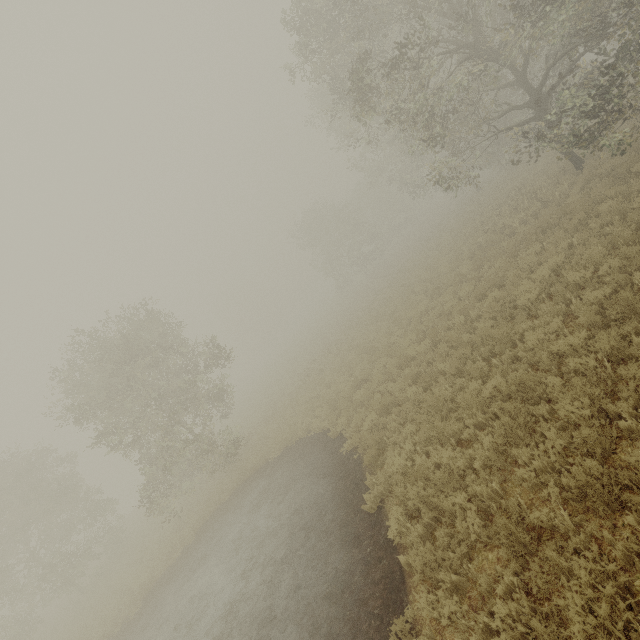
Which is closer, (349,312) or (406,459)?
(406,459)
